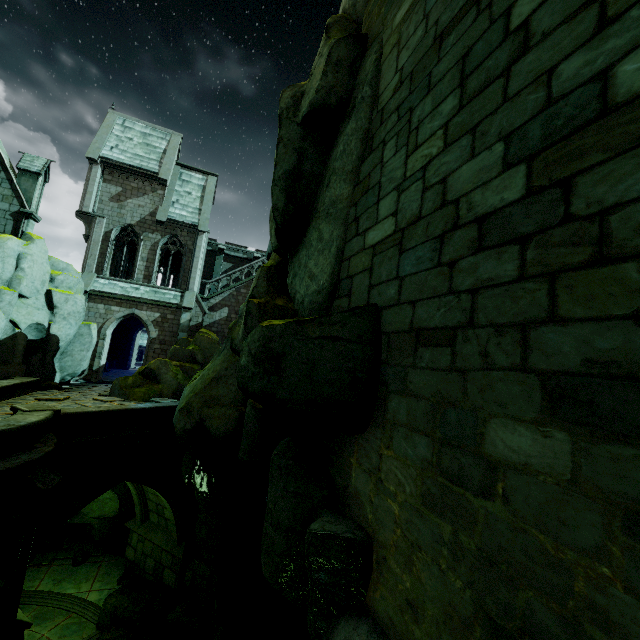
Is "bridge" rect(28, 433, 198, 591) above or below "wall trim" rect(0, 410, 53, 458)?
below

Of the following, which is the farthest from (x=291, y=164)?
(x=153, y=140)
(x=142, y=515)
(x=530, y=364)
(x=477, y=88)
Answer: (x=153, y=140)

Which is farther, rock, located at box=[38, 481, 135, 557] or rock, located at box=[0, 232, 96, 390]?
rock, located at box=[0, 232, 96, 390]

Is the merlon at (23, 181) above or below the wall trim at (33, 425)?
above

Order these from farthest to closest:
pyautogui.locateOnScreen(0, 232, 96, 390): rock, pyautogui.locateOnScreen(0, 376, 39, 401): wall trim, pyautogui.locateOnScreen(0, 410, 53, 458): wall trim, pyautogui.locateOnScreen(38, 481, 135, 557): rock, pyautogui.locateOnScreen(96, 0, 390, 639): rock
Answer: pyautogui.locateOnScreen(0, 232, 96, 390): rock
pyautogui.locateOnScreen(38, 481, 135, 557): rock
pyautogui.locateOnScreen(0, 376, 39, 401): wall trim
pyautogui.locateOnScreen(0, 410, 53, 458): wall trim
pyautogui.locateOnScreen(96, 0, 390, 639): rock

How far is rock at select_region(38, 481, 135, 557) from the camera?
14.97m

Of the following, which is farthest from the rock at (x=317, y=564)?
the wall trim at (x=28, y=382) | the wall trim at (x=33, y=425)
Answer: the wall trim at (x=33, y=425)

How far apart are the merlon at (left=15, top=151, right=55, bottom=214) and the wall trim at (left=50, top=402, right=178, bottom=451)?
13.82m
